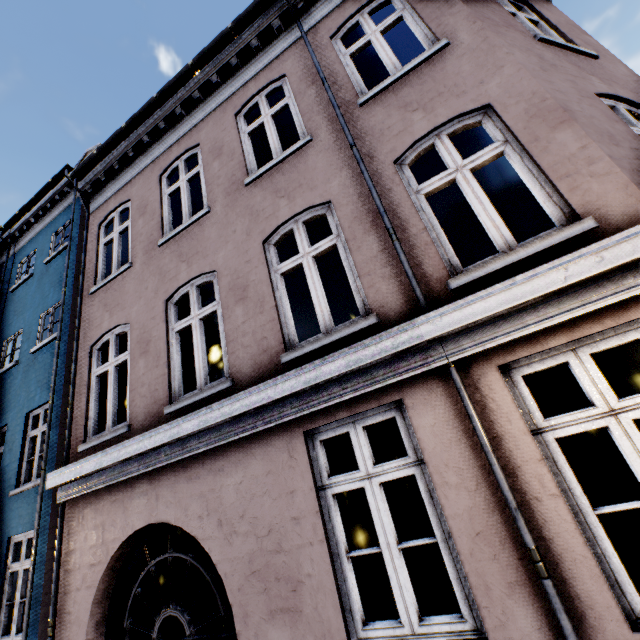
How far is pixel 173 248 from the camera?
5.5 meters
